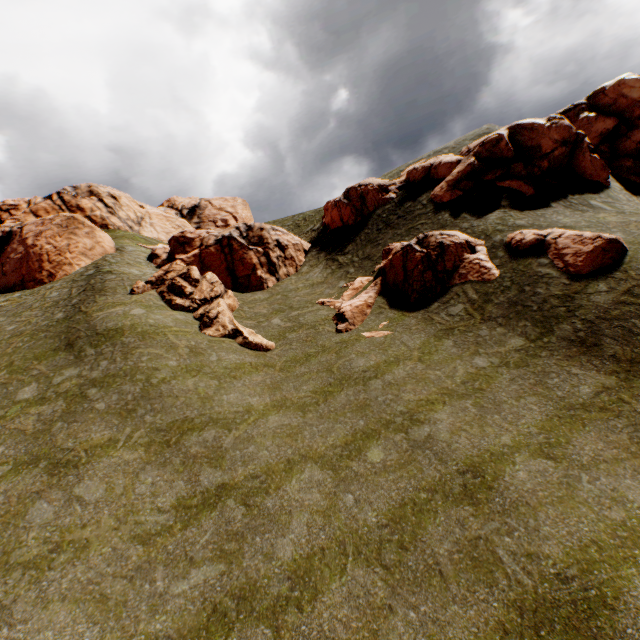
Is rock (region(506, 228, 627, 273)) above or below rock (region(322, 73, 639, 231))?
Answer: below

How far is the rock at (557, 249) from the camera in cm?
1481

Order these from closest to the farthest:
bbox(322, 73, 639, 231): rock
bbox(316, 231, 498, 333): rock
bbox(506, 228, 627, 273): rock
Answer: bbox(506, 228, 627, 273): rock, bbox(316, 231, 498, 333): rock, bbox(322, 73, 639, 231): rock

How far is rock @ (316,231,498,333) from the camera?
18.7 meters

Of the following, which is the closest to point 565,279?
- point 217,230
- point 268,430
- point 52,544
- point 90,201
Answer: point 268,430

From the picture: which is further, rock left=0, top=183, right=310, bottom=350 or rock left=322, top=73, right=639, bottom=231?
rock left=322, top=73, right=639, bottom=231
